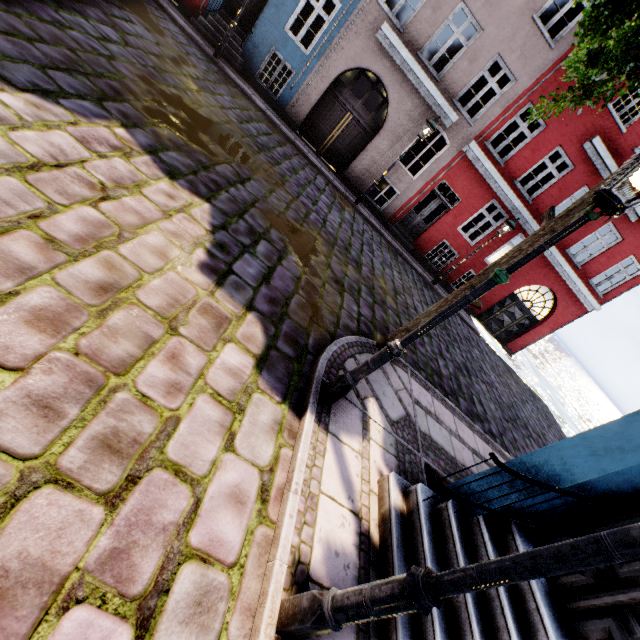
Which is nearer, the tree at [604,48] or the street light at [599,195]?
the street light at [599,195]

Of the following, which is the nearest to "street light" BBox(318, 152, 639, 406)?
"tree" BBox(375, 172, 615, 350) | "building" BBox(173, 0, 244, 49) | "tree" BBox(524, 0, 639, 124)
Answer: "building" BBox(173, 0, 244, 49)

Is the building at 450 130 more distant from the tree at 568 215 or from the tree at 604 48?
the tree at 604 48

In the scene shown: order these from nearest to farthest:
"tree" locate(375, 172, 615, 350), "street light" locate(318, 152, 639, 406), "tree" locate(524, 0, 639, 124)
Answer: "street light" locate(318, 152, 639, 406), "tree" locate(524, 0, 639, 124), "tree" locate(375, 172, 615, 350)

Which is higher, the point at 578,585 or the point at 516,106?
the point at 516,106

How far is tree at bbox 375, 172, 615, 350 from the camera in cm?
409

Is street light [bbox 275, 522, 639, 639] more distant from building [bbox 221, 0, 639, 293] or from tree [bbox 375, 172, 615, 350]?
tree [bbox 375, 172, 615, 350]

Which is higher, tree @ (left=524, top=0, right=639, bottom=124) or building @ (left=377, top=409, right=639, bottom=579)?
tree @ (left=524, top=0, right=639, bottom=124)
